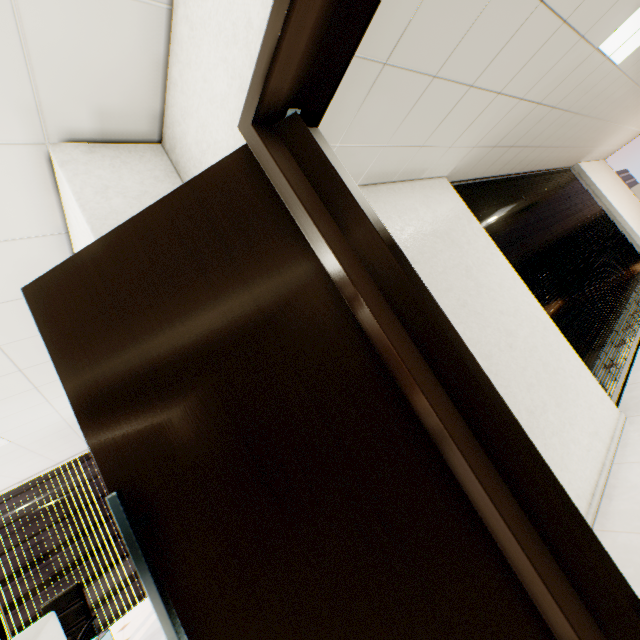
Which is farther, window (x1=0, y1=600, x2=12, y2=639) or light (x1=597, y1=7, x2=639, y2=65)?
window (x1=0, y1=600, x2=12, y2=639)

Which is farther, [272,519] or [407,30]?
[407,30]

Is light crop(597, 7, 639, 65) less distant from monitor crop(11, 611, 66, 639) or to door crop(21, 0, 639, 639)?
door crop(21, 0, 639, 639)

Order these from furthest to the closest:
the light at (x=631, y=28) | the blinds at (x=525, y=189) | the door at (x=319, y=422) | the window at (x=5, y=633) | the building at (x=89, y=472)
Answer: the building at (x=89, y=472)
the window at (x=5, y=633)
the blinds at (x=525, y=189)
the light at (x=631, y=28)
the door at (x=319, y=422)

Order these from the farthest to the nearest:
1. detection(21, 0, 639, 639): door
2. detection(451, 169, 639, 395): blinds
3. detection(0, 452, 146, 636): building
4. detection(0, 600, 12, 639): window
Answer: detection(0, 452, 146, 636): building
detection(0, 600, 12, 639): window
detection(451, 169, 639, 395): blinds
detection(21, 0, 639, 639): door

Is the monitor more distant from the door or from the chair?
the door

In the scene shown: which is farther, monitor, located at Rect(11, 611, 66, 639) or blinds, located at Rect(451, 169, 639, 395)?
blinds, located at Rect(451, 169, 639, 395)

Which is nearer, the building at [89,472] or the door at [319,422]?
the door at [319,422]
